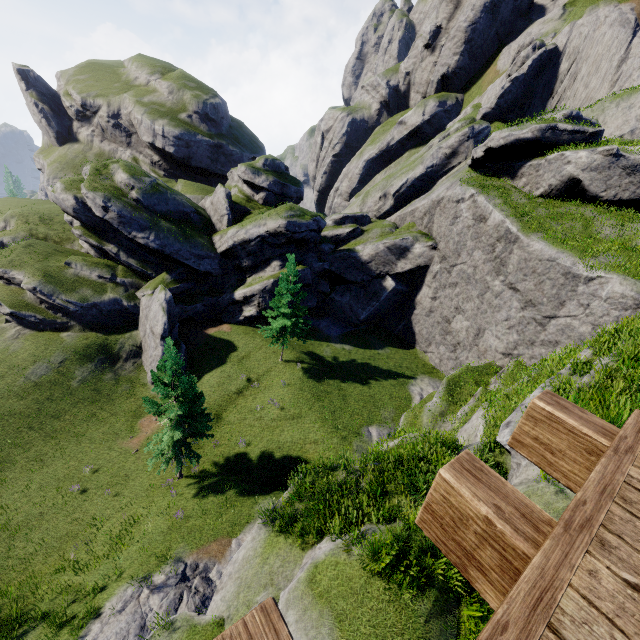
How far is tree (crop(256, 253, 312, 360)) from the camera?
27.7 meters

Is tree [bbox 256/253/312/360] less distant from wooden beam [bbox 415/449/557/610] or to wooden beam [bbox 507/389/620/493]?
wooden beam [bbox 507/389/620/493]

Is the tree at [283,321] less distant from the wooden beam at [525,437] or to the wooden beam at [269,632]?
the wooden beam at [525,437]

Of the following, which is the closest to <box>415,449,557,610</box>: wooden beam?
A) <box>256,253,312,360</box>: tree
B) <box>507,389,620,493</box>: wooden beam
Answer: <box>507,389,620,493</box>: wooden beam

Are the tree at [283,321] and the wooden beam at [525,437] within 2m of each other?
no

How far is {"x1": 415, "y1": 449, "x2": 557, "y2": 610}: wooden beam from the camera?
1.5 meters

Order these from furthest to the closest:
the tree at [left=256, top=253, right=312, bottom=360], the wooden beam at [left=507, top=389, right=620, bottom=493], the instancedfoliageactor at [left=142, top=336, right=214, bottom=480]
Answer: the tree at [left=256, top=253, right=312, bottom=360] < the instancedfoliageactor at [left=142, top=336, right=214, bottom=480] < the wooden beam at [left=507, top=389, right=620, bottom=493]

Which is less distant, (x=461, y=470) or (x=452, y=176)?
(x=461, y=470)
